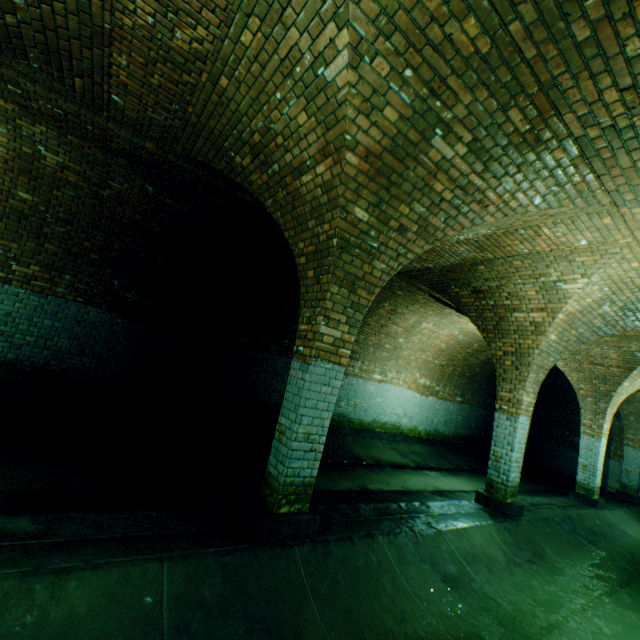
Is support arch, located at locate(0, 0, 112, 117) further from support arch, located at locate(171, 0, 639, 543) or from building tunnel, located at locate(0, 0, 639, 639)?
support arch, located at locate(171, 0, 639, 543)

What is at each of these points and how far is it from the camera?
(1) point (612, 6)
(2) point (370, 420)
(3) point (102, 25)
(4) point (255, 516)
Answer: (1) building tunnel, 1.9m
(2) building tunnel, 10.9m
(3) support arch, 3.0m
(4) support arch, 3.4m

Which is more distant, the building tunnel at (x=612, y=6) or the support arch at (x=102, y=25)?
the support arch at (x=102, y=25)

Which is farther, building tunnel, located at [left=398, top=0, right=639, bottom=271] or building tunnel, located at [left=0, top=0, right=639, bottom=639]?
building tunnel, located at [left=0, top=0, right=639, bottom=639]

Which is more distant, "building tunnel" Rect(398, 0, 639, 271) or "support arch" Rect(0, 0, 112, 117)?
"support arch" Rect(0, 0, 112, 117)

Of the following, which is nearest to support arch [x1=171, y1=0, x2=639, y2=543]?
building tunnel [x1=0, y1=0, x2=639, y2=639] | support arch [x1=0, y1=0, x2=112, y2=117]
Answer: building tunnel [x1=0, y1=0, x2=639, y2=639]

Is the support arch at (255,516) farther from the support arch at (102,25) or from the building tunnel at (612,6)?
the support arch at (102,25)
